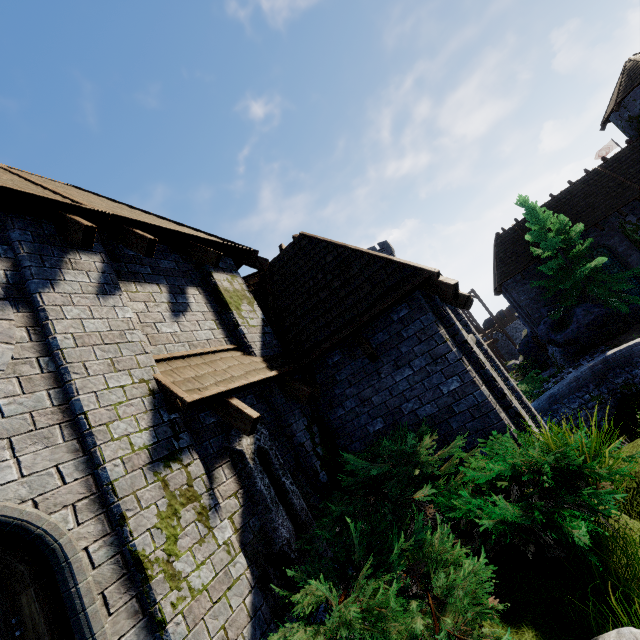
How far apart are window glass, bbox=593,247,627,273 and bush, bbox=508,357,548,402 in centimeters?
727cm

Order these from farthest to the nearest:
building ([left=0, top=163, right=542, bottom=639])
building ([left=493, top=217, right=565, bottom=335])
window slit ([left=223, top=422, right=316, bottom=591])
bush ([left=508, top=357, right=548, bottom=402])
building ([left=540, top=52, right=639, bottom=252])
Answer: building ([left=493, top=217, right=565, bottom=335]) → building ([left=540, top=52, right=639, bottom=252]) → bush ([left=508, top=357, right=548, bottom=402]) → window slit ([left=223, top=422, right=316, bottom=591]) → building ([left=0, top=163, right=542, bottom=639])

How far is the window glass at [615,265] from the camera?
20.61m

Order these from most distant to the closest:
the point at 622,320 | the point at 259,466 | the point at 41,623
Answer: the point at 622,320 → the point at 259,466 → the point at 41,623

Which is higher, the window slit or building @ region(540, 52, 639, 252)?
building @ region(540, 52, 639, 252)

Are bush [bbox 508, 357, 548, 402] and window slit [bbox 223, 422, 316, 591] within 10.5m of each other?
no

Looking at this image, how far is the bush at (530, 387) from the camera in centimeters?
1481cm

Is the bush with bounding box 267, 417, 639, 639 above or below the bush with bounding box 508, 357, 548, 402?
above
